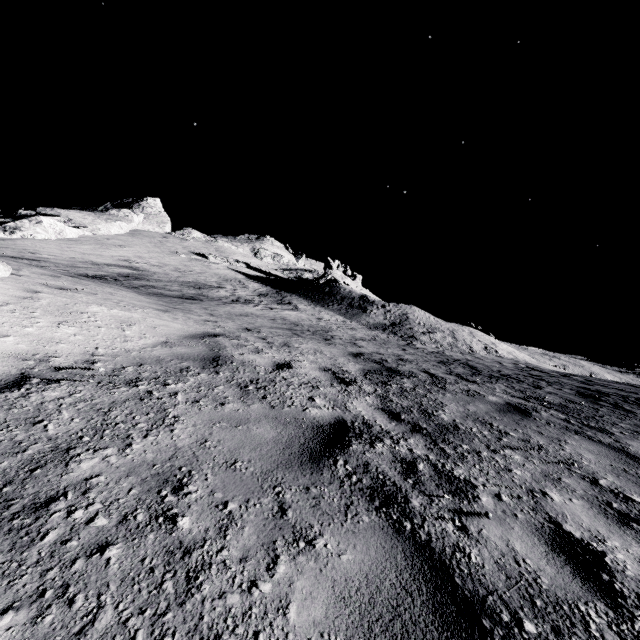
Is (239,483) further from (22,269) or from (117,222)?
→ (117,222)
